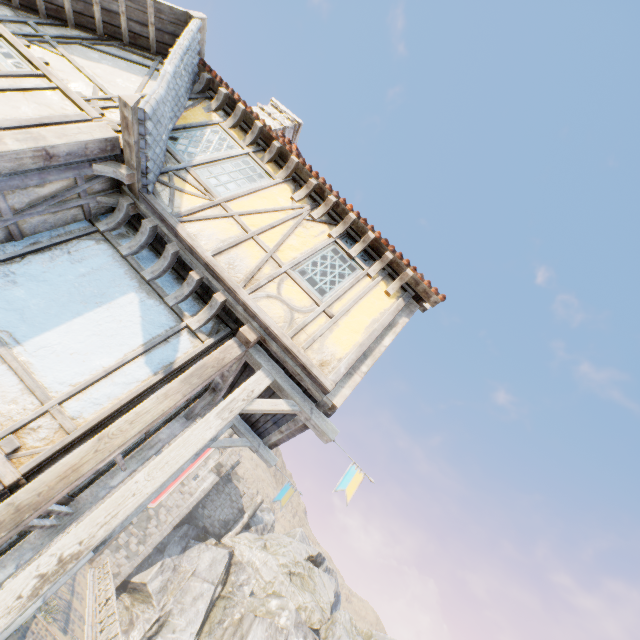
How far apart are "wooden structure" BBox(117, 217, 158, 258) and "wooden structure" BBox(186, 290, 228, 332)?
1.36m

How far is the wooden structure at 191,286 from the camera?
4.6 meters

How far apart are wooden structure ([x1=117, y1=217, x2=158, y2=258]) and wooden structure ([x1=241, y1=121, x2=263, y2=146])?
2.7 meters

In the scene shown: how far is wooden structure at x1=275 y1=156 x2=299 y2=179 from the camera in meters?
6.2

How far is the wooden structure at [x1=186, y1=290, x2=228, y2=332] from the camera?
4.6 meters

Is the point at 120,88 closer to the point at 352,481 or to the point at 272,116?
the point at 272,116

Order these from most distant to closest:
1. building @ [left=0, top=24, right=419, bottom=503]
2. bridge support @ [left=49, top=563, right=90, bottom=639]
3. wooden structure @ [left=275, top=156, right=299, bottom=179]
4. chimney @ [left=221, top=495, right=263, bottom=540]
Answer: chimney @ [left=221, top=495, right=263, bottom=540] → bridge support @ [left=49, top=563, right=90, bottom=639] → wooden structure @ [left=275, top=156, right=299, bottom=179] → building @ [left=0, top=24, right=419, bottom=503]

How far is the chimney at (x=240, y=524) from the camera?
36.00m
